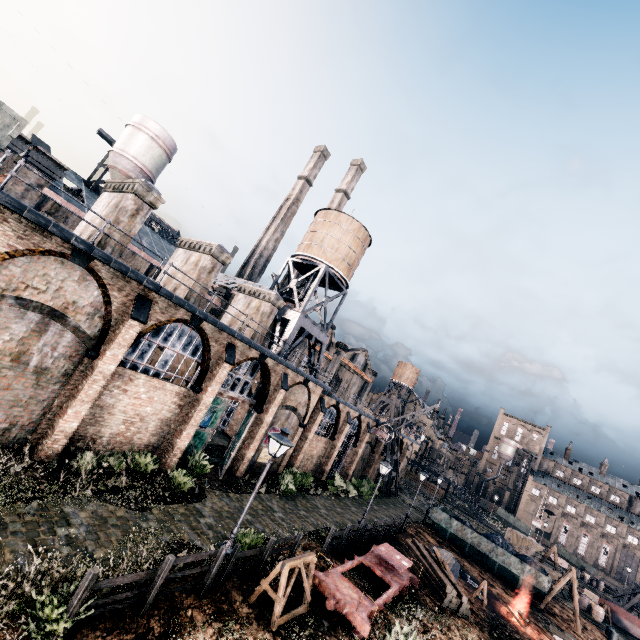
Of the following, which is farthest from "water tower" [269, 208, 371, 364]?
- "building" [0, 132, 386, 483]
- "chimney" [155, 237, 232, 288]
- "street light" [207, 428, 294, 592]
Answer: "street light" [207, 428, 294, 592]

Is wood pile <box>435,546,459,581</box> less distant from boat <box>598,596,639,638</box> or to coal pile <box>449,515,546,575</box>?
coal pile <box>449,515,546,575</box>

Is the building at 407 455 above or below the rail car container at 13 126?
below

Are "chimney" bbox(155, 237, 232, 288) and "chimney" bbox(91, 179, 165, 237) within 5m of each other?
yes

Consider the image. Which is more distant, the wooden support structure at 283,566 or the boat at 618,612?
the boat at 618,612

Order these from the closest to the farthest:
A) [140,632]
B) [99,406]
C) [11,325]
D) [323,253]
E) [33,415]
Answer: [140,632], [11,325], [33,415], [99,406], [323,253]

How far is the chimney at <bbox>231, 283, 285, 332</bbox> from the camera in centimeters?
2595cm

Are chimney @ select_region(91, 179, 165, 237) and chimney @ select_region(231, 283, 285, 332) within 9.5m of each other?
no
